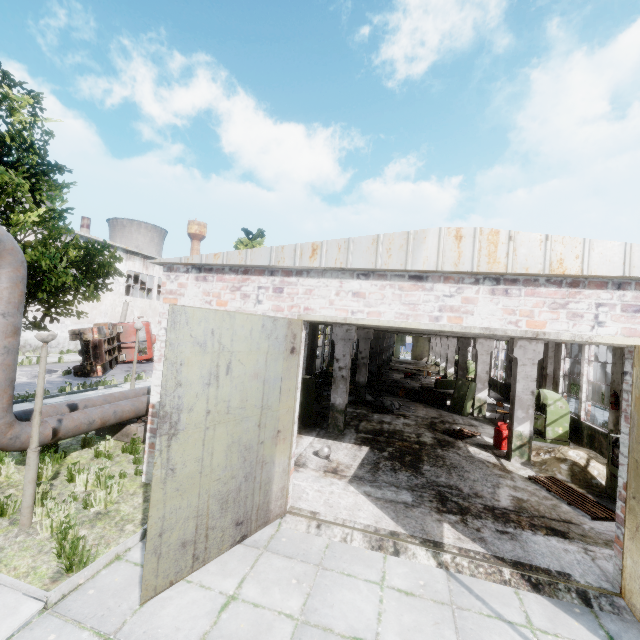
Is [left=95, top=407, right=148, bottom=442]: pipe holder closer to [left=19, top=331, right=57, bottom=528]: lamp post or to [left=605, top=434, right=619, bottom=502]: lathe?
[left=19, top=331, right=57, bottom=528]: lamp post

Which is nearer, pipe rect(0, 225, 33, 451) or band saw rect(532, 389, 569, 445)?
pipe rect(0, 225, 33, 451)

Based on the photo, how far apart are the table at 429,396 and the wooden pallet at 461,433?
3.7 meters

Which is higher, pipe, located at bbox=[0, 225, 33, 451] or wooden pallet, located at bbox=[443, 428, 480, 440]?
pipe, located at bbox=[0, 225, 33, 451]

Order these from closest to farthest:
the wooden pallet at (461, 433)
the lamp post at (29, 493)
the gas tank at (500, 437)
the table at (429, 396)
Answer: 1. the lamp post at (29, 493)
2. the gas tank at (500, 437)
3. the wooden pallet at (461, 433)
4. the table at (429, 396)

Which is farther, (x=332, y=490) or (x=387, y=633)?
(x=332, y=490)

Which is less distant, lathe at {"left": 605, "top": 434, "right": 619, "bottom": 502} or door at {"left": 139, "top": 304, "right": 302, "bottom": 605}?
door at {"left": 139, "top": 304, "right": 302, "bottom": 605}

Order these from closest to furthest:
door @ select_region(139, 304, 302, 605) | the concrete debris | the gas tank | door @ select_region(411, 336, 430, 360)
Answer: door @ select_region(139, 304, 302, 605)
the concrete debris
the gas tank
door @ select_region(411, 336, 430, 360)
